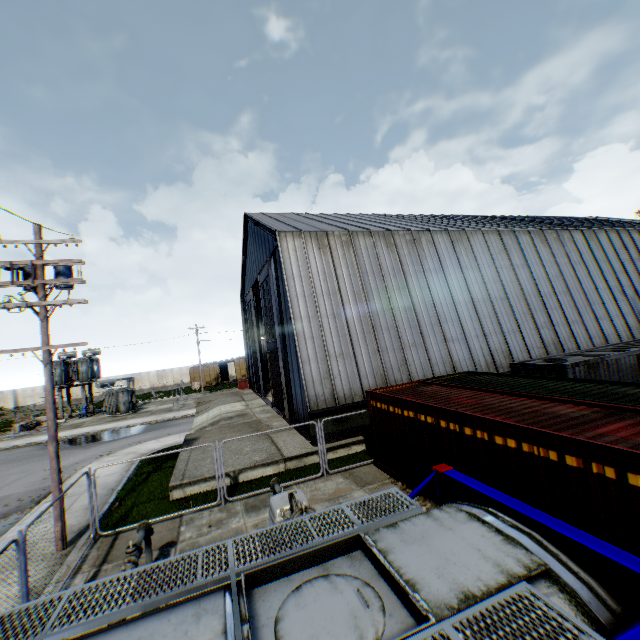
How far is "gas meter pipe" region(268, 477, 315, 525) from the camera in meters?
6.7

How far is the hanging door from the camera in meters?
20.6

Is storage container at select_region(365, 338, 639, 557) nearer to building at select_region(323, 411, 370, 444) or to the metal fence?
the metal fence

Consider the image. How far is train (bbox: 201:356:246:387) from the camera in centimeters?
5050cm

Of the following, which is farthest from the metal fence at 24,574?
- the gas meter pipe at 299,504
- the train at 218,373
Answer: the train at 218,373

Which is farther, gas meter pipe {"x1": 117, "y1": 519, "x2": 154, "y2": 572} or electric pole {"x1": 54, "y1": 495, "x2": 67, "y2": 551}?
electric pole {"x1": 54, "y1": 495, "x2": 67, "y2": 551}

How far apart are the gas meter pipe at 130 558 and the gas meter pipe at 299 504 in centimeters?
282cm

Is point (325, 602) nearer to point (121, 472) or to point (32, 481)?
point (121, 472)
